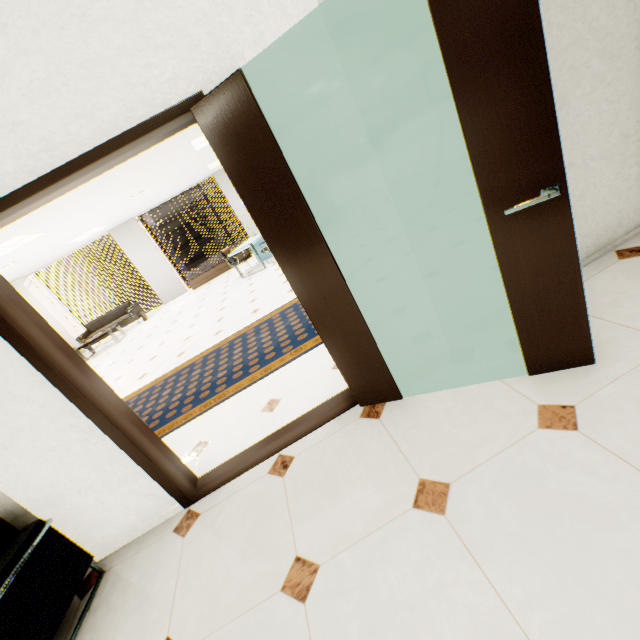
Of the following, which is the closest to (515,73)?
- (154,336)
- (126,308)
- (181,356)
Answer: (181,356)

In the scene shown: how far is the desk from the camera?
8.4 meters

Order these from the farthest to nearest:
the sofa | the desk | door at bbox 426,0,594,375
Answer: the sofa < the desk < door at bbox 426,0,594,375

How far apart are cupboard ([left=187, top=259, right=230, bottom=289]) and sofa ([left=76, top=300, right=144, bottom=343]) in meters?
1.8 m

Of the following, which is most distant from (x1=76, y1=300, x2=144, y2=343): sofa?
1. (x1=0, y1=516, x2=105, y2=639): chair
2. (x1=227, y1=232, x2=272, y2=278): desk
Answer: (x1=0, y1=516, x2=105, y2=639): chair

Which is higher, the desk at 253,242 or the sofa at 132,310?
the desk at 253,242

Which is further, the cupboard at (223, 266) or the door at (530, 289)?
the cupboard at (223, 266)

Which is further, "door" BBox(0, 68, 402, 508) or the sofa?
the sofa
